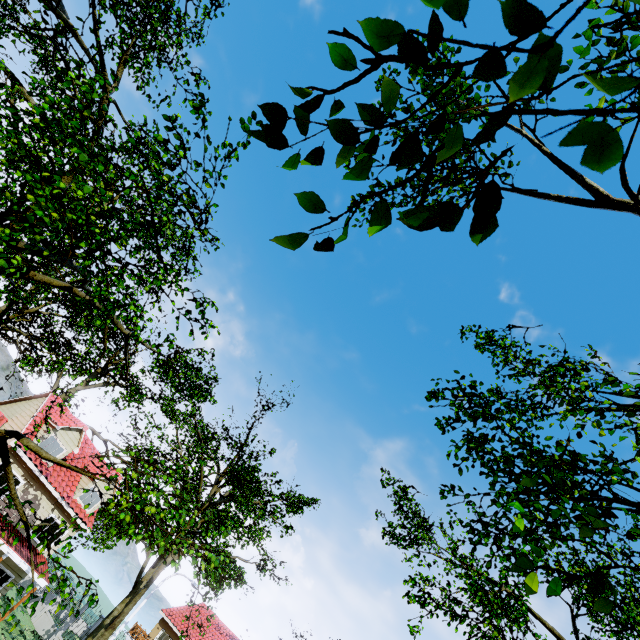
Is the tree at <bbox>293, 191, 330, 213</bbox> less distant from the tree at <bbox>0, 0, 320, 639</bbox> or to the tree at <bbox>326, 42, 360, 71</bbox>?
the tree at <bbox>0, 0, 320, 639</bbox>

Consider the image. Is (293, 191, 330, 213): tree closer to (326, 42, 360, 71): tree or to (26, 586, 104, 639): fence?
(26, 586, 104, 639): fence

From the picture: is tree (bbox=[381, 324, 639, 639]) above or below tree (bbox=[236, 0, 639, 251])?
above

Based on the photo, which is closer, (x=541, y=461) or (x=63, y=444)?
(x=541, y=461)

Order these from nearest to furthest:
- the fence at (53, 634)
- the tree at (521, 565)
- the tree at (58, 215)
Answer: the tree at (521, 565), the tree at (58, 215), the fence at (53, 634)

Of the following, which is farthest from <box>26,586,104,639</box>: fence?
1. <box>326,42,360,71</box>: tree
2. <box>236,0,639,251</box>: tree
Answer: <box>326,42,360,71</box>: tree

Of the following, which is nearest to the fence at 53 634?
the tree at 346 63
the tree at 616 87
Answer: the tree at 616 87
